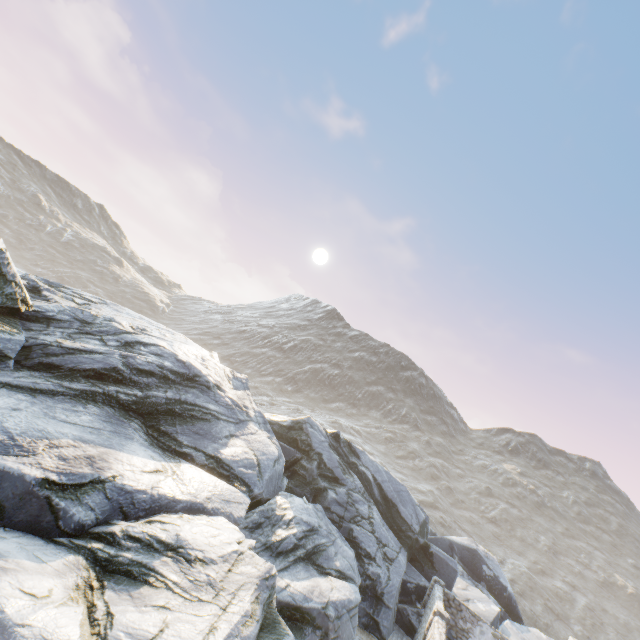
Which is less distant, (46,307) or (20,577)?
(20,577)
